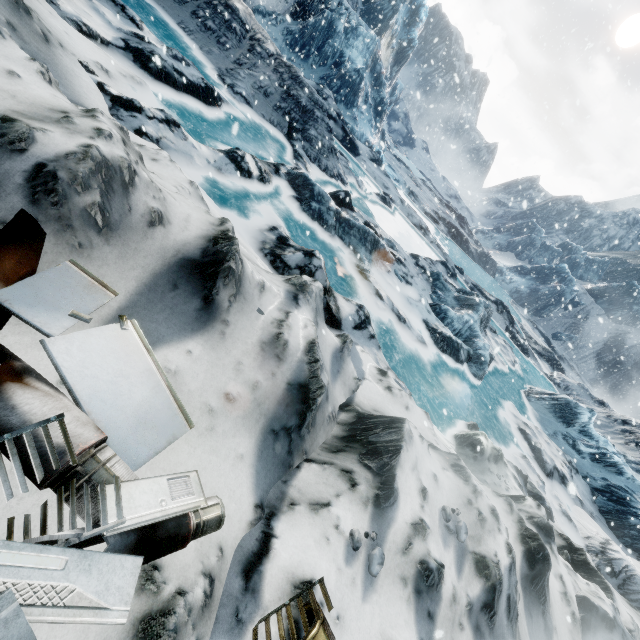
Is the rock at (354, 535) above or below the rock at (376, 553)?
below

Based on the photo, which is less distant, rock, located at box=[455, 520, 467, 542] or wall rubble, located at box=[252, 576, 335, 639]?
wall rubble, located at box=[252, 576, 335, 639]

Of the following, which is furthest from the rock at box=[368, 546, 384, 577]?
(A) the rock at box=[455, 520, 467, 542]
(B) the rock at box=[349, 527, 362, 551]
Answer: (A) the rock at box=[455, 520, 467, 542]

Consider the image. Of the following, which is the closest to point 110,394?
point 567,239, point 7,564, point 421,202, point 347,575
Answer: point 7,564

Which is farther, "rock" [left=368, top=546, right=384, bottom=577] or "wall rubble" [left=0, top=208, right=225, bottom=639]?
"rock" [left=368, top=546, right=384, bottom=577]

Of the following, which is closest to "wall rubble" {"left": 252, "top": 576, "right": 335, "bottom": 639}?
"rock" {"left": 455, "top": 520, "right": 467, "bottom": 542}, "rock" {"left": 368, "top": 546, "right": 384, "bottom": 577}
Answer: "rock" {"left": 368, "top": 546, "right": 384, "bottom": 577}

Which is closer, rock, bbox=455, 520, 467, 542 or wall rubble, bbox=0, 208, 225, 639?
wall rubble, bbox=0, 208, 225, 639

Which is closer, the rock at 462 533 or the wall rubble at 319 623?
the wall rubble at 319 623
